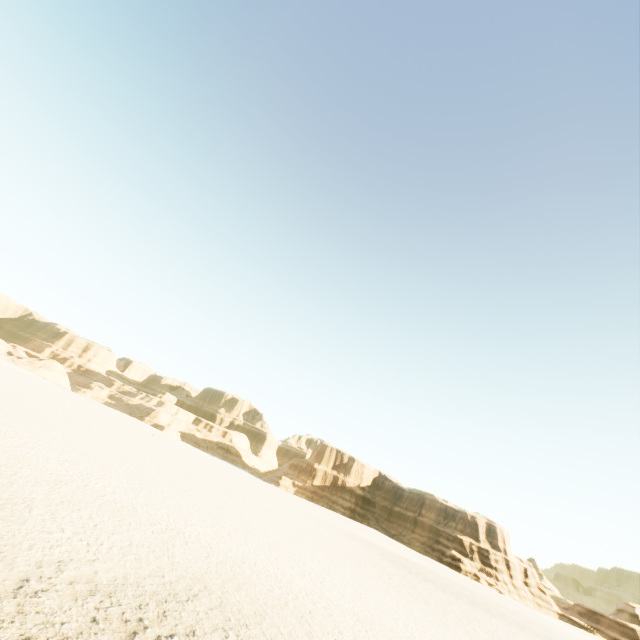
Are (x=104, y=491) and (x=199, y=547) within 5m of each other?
yes
